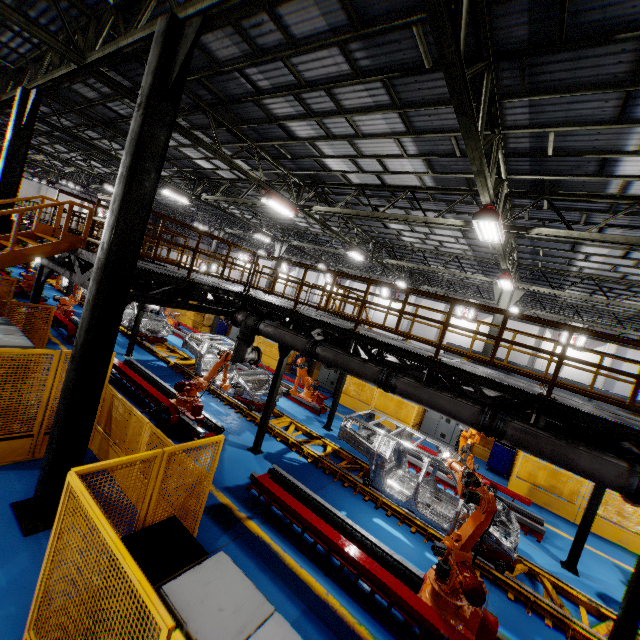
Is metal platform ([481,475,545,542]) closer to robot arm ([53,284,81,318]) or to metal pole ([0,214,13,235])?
metal pole ([0,214,13,235])

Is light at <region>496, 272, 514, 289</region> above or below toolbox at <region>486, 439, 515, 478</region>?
above

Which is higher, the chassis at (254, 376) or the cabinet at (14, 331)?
the cabinet at (14, 331)

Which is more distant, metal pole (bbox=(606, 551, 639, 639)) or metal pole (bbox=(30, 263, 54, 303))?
metal pole (bbox=(30, 263, 54, 303))

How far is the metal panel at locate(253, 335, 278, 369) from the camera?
18.9 meters

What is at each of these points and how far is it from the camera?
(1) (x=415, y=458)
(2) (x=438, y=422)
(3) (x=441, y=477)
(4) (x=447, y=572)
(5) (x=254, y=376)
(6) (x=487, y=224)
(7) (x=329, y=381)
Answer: (1) metal platform, 11.6 meters
(2) cabinet, 14.7 meters
(3) metal platform, 10.5 meters
(4) robot arm, 5.3 meters
(5) chassis, 12.1 meters
(6) light, 7.9 meters
(7) cabinet, 18.1 meters

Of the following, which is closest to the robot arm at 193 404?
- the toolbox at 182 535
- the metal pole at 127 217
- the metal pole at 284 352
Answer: the metal pole at 284 352

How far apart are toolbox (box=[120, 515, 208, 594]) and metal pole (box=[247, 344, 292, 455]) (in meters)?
4.48
